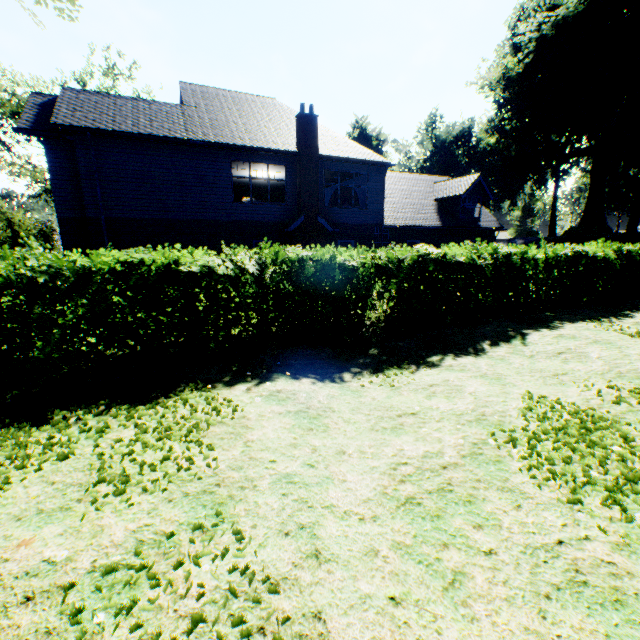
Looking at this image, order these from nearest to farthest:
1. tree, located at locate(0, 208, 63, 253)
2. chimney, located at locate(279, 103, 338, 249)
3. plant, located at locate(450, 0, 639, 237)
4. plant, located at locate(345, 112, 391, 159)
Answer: chimney, located at locate(279, 103, 338, 249), plant, located at locate(450, 0, 639, 237), tree, located at locate(0, 208, 63, 253), plant, located at locate(345, 112, 391, 159)

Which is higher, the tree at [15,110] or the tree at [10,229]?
the tree at [15,110]

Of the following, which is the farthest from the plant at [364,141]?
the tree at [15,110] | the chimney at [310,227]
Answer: the chimney at [310,227]

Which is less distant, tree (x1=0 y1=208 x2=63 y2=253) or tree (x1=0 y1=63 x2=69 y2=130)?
tree (x1=0 y1=63 x2=69 y2=130)

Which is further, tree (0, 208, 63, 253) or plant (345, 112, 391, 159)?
plant (345, 112, 391, 159)

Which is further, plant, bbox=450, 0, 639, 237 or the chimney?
plant, bbox=450, 0, 639, 237

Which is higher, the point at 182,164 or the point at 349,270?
the point at 182,164
